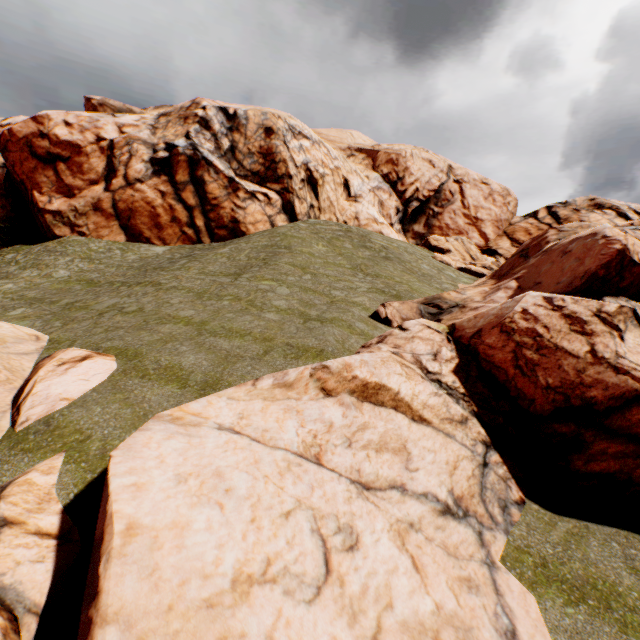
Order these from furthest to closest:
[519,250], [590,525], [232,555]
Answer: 1. [519,250]
2. [590,525]
3. [232,555]

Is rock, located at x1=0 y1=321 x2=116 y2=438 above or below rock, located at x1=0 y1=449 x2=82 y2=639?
above

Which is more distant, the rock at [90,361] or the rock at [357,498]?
the rock at [90,361]

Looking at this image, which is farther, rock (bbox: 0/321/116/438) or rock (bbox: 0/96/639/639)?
rock (bbox: 0/321/116/438)
